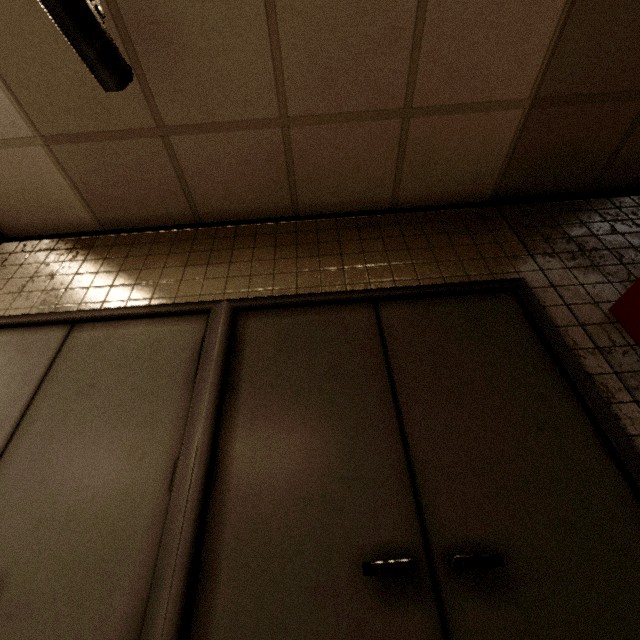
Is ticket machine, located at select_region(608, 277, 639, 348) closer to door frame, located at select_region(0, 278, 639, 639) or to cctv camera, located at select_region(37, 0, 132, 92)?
door frame, located at select_region(0, 278, 639, 639)

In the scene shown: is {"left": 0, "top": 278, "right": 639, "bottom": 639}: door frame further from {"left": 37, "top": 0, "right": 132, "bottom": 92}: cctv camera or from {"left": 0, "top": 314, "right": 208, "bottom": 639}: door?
{"left": 37, "top": 0, "right": 132, "bottom": 92}: cctv camera

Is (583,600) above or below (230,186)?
below

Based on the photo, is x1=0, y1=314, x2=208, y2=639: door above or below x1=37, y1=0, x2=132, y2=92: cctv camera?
below

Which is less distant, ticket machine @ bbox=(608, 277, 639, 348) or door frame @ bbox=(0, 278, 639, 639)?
door frame @ bbox=(0, 278, 639, 639)

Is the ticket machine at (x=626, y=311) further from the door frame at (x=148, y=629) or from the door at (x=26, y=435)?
the door at (x=26, y=435)

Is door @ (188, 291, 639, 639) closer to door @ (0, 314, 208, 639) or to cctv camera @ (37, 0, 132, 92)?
door @ (0, 314, 208, 639)

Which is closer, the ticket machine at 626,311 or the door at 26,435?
the door at 26,435
